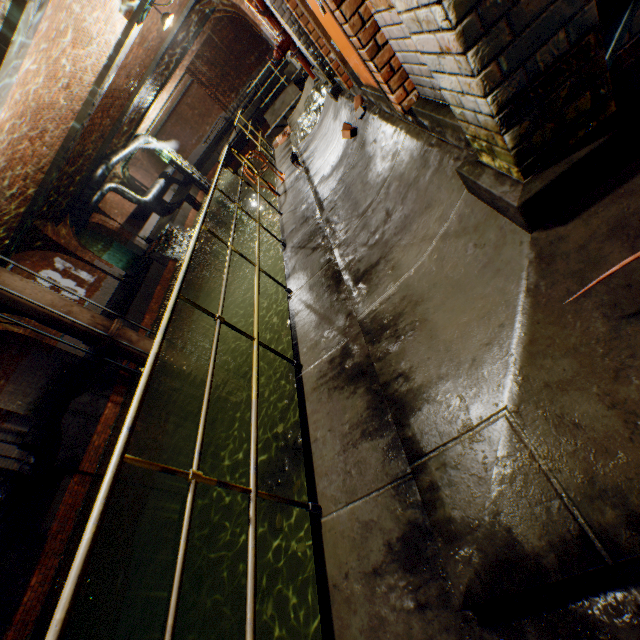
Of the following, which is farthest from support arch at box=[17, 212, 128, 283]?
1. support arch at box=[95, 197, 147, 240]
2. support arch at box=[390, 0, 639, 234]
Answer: support arch at box=[390, 0, 639, 234]

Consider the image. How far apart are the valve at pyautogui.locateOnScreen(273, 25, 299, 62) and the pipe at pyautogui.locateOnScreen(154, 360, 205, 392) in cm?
950

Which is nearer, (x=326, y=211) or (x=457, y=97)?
(x=457, y=97)

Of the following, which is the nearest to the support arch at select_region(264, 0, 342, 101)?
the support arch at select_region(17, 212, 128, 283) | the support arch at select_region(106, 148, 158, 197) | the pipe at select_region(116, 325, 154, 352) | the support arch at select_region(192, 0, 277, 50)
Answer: the support arch at select_region(17, 212, 128, 283)

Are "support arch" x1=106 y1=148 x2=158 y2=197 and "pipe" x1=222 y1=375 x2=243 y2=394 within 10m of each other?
no

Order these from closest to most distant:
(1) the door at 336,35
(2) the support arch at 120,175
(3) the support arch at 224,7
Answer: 1. (1) the door at 336,35
2. (3) the support arch at 224,7
3. (2) the support arch at 120,175

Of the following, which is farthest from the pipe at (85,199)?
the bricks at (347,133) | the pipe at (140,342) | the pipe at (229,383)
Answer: the bricks at (347,133)

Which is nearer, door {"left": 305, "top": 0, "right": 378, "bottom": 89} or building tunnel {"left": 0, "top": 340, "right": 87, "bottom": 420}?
door {"left": 305, "top": 0, "right": 378, "bottom": 89}
